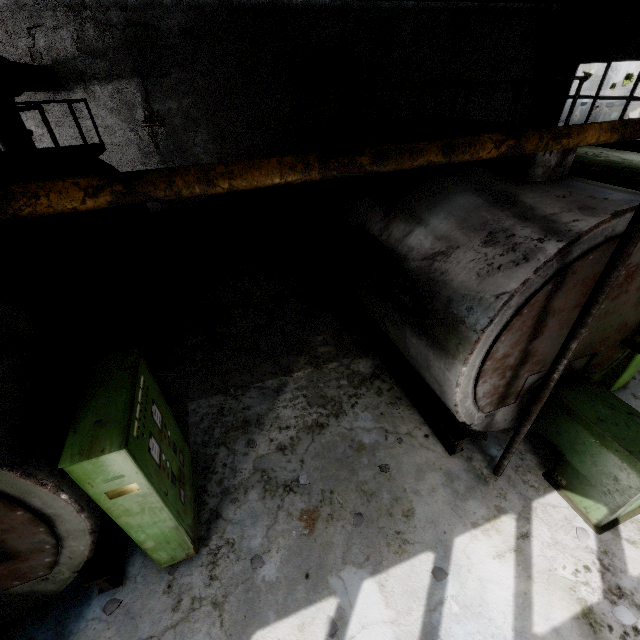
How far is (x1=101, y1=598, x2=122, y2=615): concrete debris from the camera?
3.7 meters

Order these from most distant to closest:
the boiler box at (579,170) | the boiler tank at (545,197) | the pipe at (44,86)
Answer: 1. the boiler box at (579,170)
2. the pipe at (44,86)
3. the boiler tank at (545,197)

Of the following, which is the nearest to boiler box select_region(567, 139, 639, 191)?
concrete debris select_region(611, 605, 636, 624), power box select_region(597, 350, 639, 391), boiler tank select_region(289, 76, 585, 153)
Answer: power box select_region(597, 350, 639, 391)

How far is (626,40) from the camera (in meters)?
11.72

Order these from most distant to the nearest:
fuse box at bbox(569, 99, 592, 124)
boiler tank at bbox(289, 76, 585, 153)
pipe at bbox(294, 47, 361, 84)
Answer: fuse box at bbox(569, 99, 592, 124), pipe at bbox(294, 47, 361, 84), boiler tank at bbox(289, 76, 585, 153)

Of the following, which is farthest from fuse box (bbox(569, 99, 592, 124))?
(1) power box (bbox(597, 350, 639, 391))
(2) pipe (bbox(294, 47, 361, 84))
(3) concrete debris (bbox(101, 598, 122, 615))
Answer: (3) concrete debris (bbox(101, 598, 122, 615))

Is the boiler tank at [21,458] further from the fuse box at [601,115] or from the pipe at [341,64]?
the fuse box at [601,115]

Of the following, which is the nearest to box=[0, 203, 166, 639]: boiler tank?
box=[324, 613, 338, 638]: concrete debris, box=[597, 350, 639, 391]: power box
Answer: box=[324, 613, 338, 638]: concrete debris
